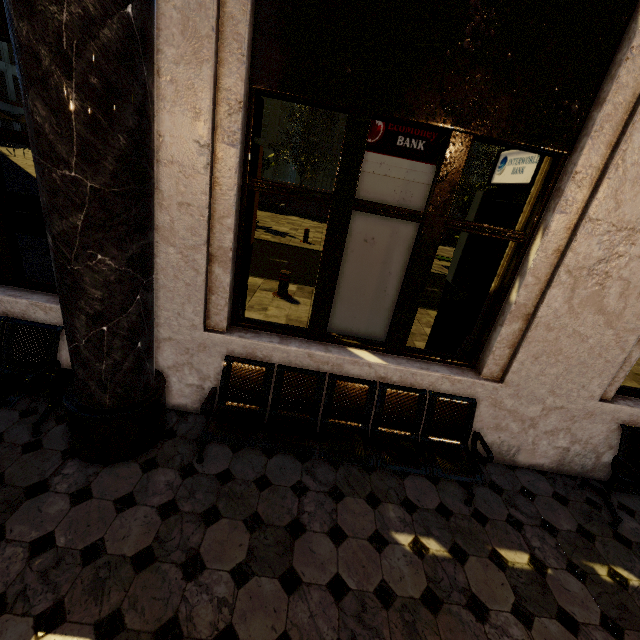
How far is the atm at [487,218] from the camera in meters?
3.3 m

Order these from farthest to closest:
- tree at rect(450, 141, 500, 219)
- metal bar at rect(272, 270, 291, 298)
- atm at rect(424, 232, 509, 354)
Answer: tree at rect(450, 141, 500, 219) → metal bar at rect(272, 270, 291, 298) → atm at rect(424, 232, 509, 354)

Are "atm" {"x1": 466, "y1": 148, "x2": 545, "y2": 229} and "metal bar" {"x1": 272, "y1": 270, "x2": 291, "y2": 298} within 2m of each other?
no

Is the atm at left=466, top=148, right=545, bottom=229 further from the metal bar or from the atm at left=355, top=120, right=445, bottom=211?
the metal bar

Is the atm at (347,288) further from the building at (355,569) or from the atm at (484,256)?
the atm at (484,256)

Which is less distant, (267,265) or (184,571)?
(184,571)

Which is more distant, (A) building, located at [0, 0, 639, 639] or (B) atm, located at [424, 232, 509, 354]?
(B) atm, located at [424, 232, 509, 354]

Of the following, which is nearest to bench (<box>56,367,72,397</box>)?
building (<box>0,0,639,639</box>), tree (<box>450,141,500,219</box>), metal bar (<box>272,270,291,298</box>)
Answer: building (<box>0,0,639,639</box>)
